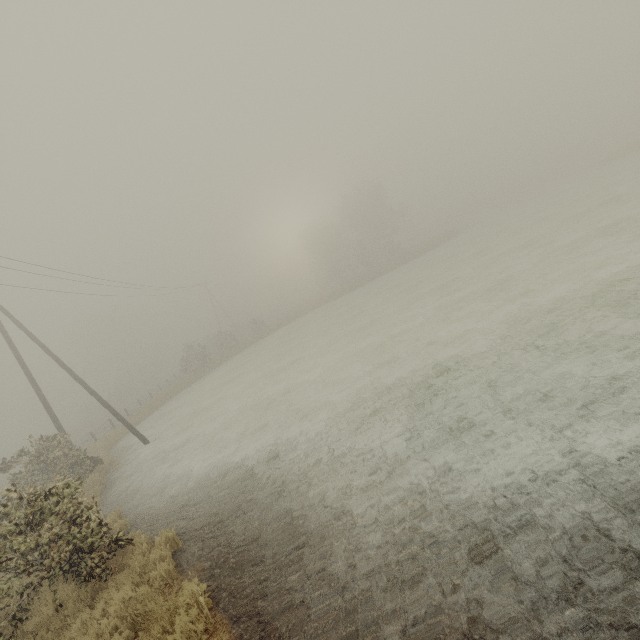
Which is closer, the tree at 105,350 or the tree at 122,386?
the tree at 122,386

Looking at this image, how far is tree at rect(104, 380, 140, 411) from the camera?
50.0 meters

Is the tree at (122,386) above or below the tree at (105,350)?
below

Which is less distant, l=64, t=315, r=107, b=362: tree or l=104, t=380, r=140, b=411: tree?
l=104, t=380, r=140, b=411: tree

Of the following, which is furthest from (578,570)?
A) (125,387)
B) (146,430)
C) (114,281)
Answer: (125,387)

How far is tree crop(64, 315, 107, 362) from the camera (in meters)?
57.81

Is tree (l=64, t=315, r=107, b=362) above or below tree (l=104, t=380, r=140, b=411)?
above
